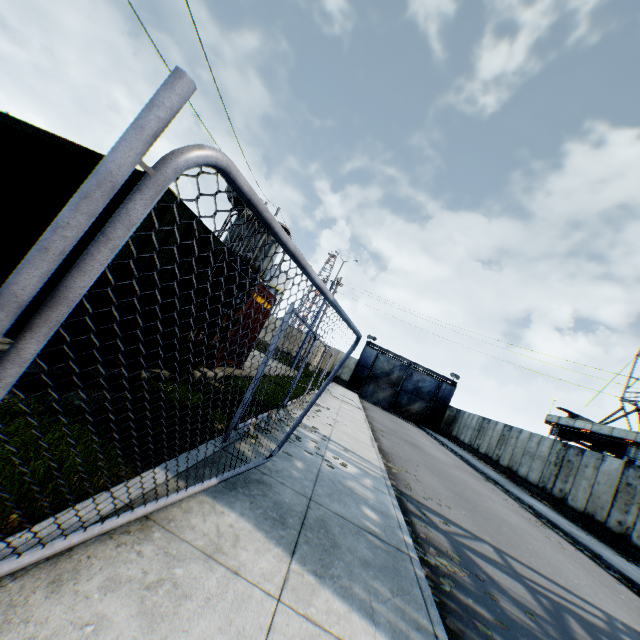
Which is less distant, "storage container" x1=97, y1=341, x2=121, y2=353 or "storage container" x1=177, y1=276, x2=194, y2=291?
"storage container" x1=97, y1=341, x2=121, y2=353

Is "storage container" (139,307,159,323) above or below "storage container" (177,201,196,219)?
below

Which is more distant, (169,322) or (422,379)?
(422,379)

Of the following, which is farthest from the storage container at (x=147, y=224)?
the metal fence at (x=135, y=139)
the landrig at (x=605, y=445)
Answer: the landrig at (x=605, y=445)

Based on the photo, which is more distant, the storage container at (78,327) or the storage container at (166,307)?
the storage container at (166,307)

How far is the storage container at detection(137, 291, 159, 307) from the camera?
5.5m
